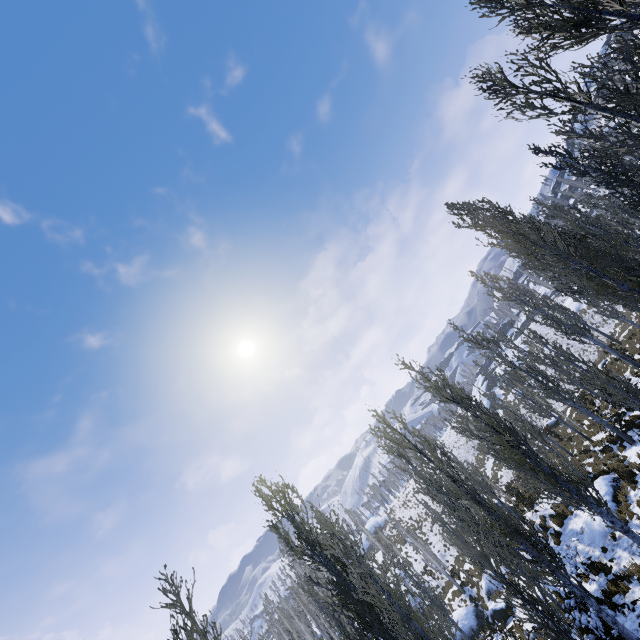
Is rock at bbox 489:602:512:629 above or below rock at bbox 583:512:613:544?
below

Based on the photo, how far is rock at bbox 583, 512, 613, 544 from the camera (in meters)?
14.84

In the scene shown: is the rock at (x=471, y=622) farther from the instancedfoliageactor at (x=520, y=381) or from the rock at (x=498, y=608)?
the instancedfoliageactor at (x=520, y=381)

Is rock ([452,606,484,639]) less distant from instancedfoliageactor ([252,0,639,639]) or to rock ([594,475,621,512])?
instancedfoliageactor ([252,0,639,639])

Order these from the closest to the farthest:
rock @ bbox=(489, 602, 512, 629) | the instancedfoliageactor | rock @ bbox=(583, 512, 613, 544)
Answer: the instancedfoliageactor < rock @ bbox=(583, 512, 613, 544) < rock @ bbox=(489, 602, 512, 629)

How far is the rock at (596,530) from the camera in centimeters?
1484cm

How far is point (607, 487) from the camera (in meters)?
15.80

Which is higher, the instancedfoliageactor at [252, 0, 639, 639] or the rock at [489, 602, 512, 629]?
the instancedfoliageactor at [252, 0, 639, 639]
